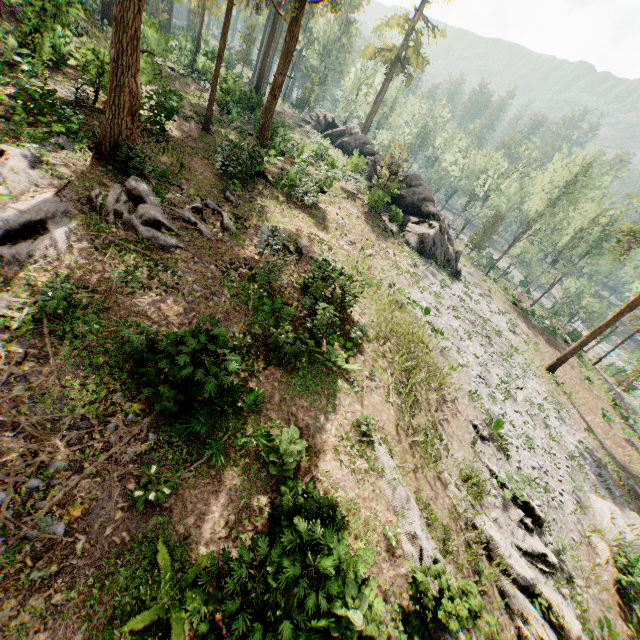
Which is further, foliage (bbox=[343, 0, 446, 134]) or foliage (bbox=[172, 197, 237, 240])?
foliage (bbox=[343, 0, 446, 134])

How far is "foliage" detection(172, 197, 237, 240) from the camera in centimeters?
1405cm

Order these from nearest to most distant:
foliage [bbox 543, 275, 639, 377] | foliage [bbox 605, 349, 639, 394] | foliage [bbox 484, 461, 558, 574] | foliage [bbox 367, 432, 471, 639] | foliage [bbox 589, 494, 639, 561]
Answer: foliage [bbox 367, 432, 471, 639], foliage [bbox 484, 461, 558, 574], foliage [bbox 589, 494, 639, 561], foliage [bbox 543, 275, 639, 377], foliage [bbox 605, 349, 639, 394]

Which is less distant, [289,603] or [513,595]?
[289,603]

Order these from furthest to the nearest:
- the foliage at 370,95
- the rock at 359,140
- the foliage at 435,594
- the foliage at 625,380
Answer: the foliage at 370,95 → the foliage at 625,380 → the rock at 359,140 → the foliage at 435,594

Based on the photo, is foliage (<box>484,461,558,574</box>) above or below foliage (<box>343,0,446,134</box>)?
below

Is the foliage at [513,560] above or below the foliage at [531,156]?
below

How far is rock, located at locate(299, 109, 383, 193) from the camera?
30.9 meters
